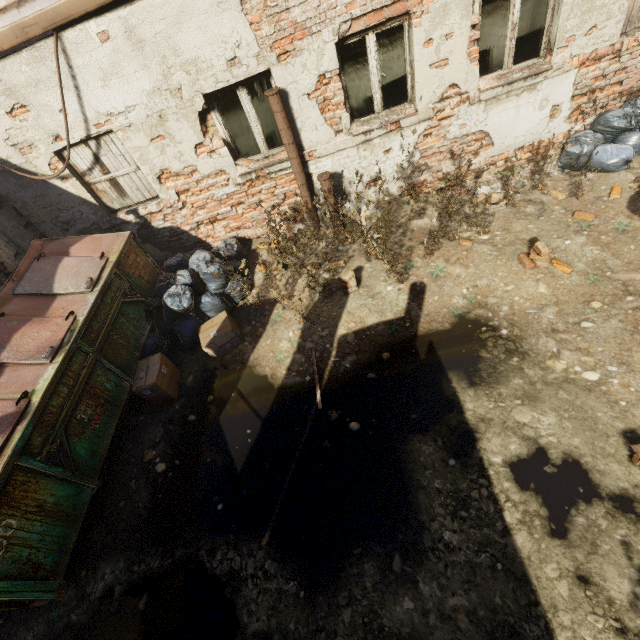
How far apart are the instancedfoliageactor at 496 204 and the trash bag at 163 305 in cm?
420

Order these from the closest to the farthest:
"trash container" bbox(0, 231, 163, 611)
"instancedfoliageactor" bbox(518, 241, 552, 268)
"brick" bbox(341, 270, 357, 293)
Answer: "trash container" bbox(0, 231, 163, 611)
"instancedfoliageactor" bbox(518, 241, 552, 268)
"brick" bbox(341, 270, 357, 293)

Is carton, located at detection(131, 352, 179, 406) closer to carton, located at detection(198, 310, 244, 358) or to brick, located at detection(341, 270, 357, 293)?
carton, located at detection(198, 310, 244, 358)

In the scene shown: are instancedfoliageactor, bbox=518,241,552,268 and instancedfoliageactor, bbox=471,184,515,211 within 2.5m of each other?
yes

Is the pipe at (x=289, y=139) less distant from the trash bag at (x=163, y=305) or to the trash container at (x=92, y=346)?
the trash bag at (x=163, y=305)

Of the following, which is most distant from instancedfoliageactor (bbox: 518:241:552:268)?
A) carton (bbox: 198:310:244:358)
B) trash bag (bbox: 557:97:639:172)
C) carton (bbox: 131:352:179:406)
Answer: carton (bbox: 131:352:179:406)

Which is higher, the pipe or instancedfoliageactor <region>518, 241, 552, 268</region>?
the pipe

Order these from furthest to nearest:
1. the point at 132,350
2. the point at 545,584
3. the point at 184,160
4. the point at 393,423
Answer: the point at 184,160, the point at 132,350, the point at 393,423, the point at 545,584
